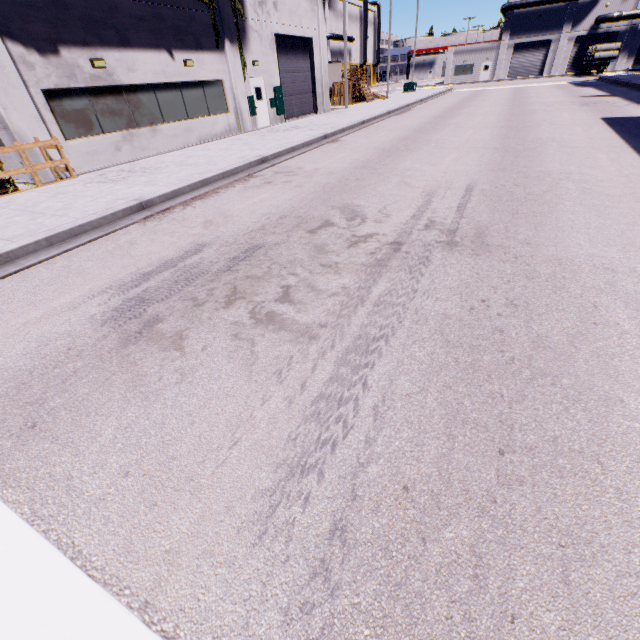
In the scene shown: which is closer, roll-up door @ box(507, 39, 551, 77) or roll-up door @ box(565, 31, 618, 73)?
roll-up door @ box(565, 31, 618, 73)

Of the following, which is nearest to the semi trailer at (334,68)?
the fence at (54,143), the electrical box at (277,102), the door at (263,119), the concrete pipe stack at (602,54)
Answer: the concrete pipe stack at (602,54)

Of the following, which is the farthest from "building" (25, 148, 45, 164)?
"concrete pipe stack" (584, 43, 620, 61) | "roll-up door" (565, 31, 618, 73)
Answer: "concrete pipe stack" (584, 43, 620, 61)

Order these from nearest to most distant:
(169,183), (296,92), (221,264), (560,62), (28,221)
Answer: (221,264) → (28,221) → (169,183) → (296,92) → (560,62)

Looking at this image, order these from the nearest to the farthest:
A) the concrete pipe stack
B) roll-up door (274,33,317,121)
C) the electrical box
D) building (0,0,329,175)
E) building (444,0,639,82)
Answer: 1. building (0,0,329,175)
2. the electrical box
3. roll-up door (274,33,317,121)
4. the concrete pipe stack
5. building (444,0,639,82)

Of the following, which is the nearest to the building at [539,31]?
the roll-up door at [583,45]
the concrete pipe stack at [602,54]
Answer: the roll-up door at [583,45]

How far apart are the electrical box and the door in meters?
0.8 m

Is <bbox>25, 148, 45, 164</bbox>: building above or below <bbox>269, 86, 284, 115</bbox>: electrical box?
below
